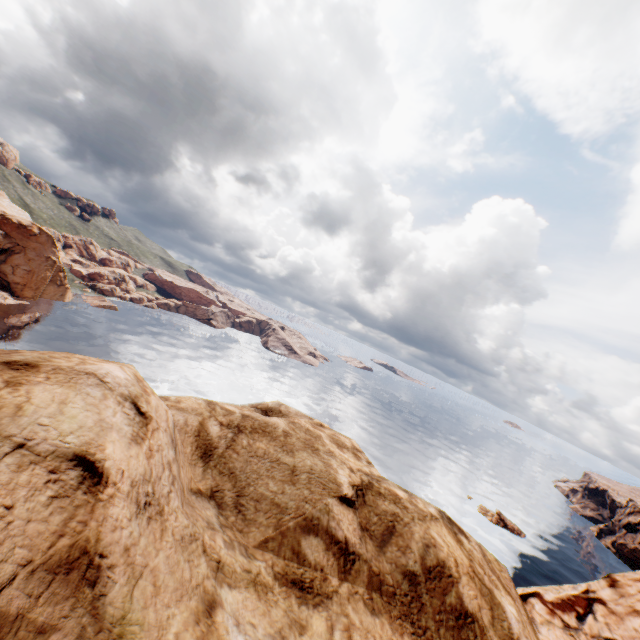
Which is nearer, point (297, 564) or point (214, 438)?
point (297, 564)
